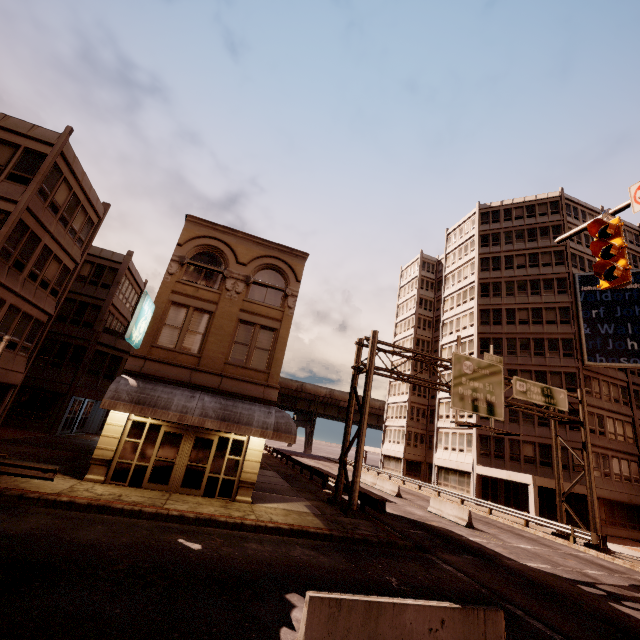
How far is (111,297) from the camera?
28.38m

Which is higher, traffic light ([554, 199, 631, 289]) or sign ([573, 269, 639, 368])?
sign ([573, 269, 639, 368])

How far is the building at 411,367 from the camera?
51.41m

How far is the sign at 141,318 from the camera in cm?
1355

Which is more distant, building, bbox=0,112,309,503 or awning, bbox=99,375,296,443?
building, bbox=0,112,309,503

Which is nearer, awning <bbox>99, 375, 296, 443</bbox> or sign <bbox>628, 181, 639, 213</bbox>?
sign <bbox>628, 181, 639, 213</bbox>

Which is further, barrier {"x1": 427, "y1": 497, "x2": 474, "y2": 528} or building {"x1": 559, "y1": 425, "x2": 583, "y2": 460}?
building {"x1": 559, "y1": 425, "x2": 583, "y2": 460}

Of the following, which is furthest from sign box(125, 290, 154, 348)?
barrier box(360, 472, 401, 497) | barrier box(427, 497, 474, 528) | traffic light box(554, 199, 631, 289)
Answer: barrier box(360, 472, 401, 497)
